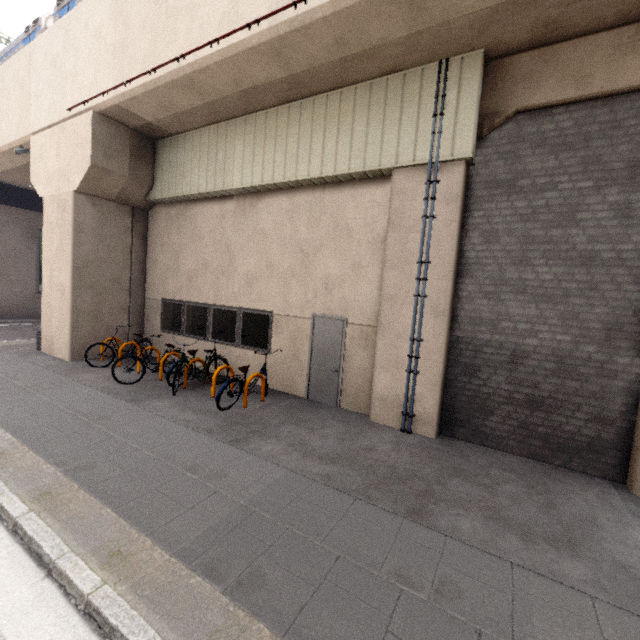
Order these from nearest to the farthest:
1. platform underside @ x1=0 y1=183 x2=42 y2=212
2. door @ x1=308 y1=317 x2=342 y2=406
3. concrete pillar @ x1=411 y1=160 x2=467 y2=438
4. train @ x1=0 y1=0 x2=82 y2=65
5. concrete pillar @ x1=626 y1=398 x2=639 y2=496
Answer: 1. concrete pillar @ x1=626 y1=398 x2=639 y2=496
2. concrete pillar @ x1=411 y1=160 x2=467 y2=438
3. door @ x1=308 y1=317 x2=342 y2=406
4. train @ x1=0 y1=0 x2=82 y2=65
5. platform underside @ x1=0 y1=183 x2=42 y2=212

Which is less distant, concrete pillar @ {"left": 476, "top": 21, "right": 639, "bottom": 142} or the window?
concrete pillar @ {"left": 476, "top": 21, "right": 639, "bottom": 142}

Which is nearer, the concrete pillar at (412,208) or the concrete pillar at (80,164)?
the concrete pillar at (412,208)

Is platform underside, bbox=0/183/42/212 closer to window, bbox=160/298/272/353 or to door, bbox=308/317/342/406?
window, bbox=160/298/272/353

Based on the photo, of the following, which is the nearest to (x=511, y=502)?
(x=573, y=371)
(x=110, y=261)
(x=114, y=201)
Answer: (x=573, y=371)

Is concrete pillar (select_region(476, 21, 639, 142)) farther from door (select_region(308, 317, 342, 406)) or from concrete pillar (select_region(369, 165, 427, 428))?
door (select_region(308, 317, 342, 406))

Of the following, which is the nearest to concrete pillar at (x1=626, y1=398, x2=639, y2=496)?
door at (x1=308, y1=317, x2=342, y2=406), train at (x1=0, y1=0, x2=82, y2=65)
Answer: door at (x1=308, y1=317, x2=342, y2=406)

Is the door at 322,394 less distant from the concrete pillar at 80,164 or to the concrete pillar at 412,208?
the concrete pillar at 412,208
